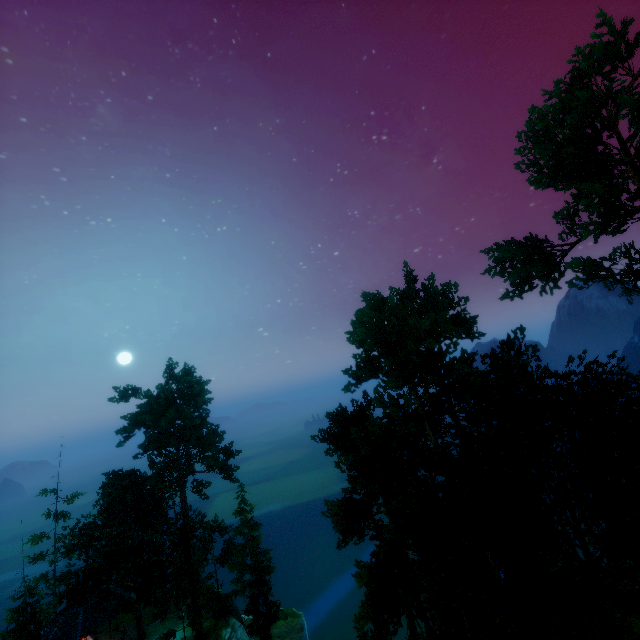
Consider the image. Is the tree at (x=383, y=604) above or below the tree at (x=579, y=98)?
below

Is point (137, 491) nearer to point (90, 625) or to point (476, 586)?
point (90, 625)

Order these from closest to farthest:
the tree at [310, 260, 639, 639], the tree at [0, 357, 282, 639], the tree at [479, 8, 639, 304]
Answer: the tree at [310, 260, 639, 639] → the tree at [479, 8, 639, 304] → the tree at [0, 357, 282, 639]

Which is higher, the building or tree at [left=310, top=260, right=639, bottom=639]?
tree at [left=310, top=260, right=639, bottom=639]

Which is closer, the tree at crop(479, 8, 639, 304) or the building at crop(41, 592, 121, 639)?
the tree at crop(479, 8, 639, 304)

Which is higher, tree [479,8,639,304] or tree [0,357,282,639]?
tree [479,8,639,304]

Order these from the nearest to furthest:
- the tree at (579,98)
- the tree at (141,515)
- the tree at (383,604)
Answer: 1. the tree at (383,604)
2. the tree at (579,98)
3. the tree at (141,515)
